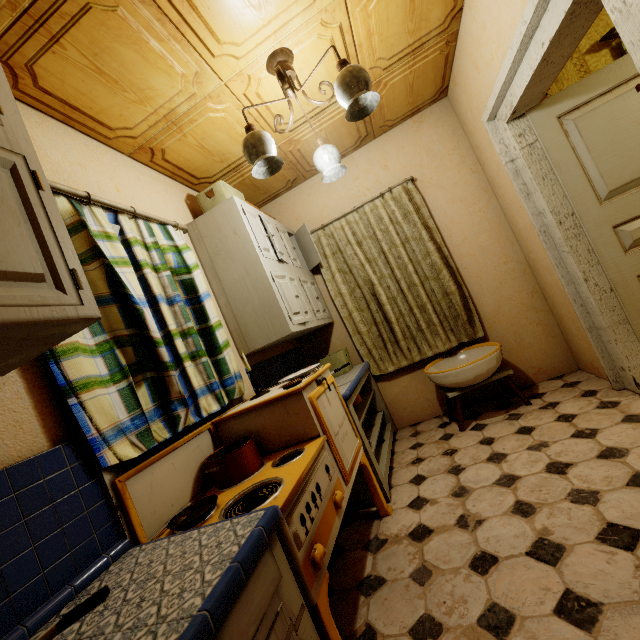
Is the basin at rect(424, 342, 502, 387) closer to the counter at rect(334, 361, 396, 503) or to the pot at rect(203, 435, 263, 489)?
the counter at rect(334, 361, 396, 503)

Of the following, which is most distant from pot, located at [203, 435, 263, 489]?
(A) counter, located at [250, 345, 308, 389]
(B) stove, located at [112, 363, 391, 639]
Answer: (A) counter, located at [250, 345, 308, 389]

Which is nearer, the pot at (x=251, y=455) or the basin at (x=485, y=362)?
the pot at (x=251, y=455)

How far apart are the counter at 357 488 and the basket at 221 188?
1.31m

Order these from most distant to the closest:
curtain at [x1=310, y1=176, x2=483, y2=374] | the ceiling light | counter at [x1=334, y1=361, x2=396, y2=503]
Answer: curtain at [x1=310, y1=176, x2=483, y2=374]
counter at [x1=334, y1=361, x2=396, y2=503]
the ceiling light

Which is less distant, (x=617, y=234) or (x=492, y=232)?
(x=617, y=234)

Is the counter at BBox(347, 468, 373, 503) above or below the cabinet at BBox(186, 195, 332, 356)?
below

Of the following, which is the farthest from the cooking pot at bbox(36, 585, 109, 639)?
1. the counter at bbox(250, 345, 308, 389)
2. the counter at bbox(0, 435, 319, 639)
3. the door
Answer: the door
